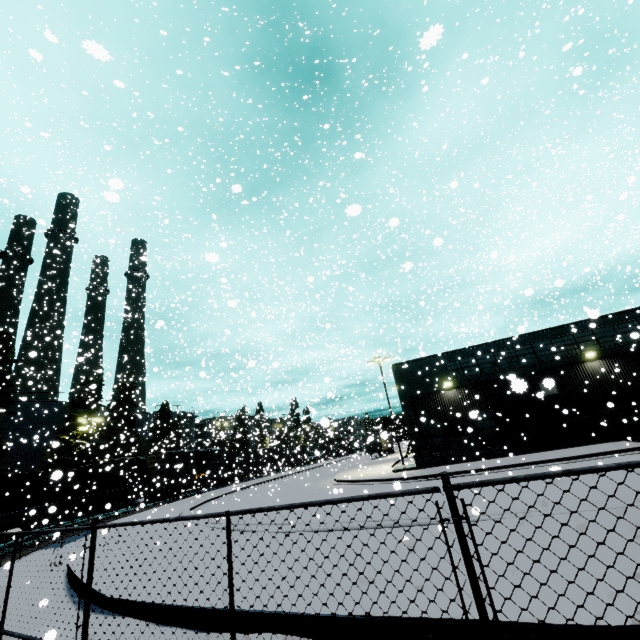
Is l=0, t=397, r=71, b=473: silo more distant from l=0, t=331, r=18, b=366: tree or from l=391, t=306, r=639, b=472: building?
l=0, t=331, r=18, b=366: tree

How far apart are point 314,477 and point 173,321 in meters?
22.4

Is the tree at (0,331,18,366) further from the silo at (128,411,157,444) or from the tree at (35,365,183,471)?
the silo at (128,411,157,444)

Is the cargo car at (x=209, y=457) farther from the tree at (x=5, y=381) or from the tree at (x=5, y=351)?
the tree at (x=5, y=351)

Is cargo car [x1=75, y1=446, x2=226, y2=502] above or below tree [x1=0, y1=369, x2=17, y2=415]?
below

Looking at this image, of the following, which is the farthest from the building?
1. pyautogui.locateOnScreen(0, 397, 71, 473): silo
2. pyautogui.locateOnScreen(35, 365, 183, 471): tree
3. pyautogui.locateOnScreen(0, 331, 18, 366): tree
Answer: pyautogui.locateOnScreen(0, 331, 18, 366): tree

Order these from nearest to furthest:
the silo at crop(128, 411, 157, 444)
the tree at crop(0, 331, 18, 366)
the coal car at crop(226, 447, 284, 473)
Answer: the tree at crop(0, 331, 18, 366) → the silo at crop(128, 411, 157, 444) → the coal car at crop(226, 447, 284, 473)

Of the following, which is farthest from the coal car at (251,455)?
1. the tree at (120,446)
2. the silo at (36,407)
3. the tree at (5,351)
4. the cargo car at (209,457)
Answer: the tree at (5,351)
